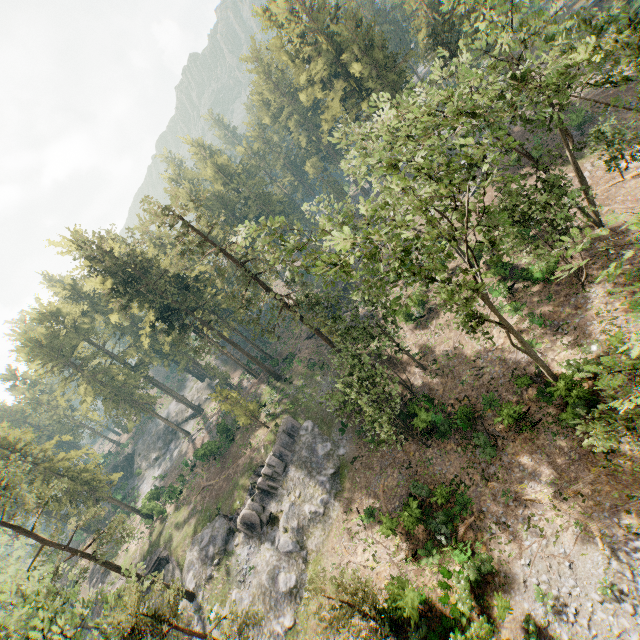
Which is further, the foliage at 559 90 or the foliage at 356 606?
the foliage at 356 606

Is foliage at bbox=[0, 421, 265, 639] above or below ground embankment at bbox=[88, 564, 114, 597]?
above

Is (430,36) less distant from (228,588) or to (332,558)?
(332,558)

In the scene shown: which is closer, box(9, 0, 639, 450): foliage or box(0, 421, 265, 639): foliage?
box(9, 0, 639, 450): foliage

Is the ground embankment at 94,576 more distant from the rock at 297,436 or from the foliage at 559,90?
the foliage at 559,90

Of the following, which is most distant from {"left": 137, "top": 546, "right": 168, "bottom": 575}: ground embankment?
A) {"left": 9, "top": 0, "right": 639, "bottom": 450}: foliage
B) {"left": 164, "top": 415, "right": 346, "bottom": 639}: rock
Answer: {"left": 9, "top": 0, "right": 639, "bottom": 450}: foliage

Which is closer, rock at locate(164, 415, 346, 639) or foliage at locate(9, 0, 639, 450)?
foliage at locate(9, 0, 639, 450)
